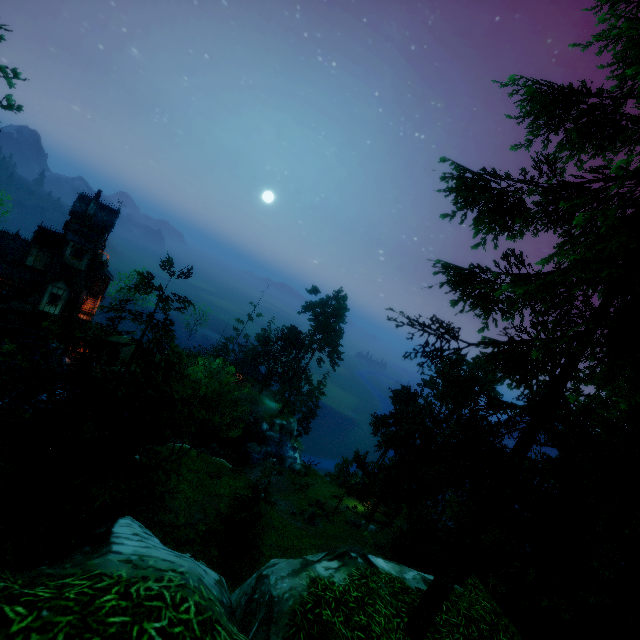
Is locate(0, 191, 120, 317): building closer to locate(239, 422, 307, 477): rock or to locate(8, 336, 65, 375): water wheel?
locate(8, 336, 65, 375): water wheel

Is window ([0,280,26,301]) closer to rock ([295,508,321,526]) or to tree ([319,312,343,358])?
tree ([319,312,343,358])

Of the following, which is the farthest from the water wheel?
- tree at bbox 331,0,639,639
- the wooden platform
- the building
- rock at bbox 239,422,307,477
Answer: rock at bbox 239,422,307,477

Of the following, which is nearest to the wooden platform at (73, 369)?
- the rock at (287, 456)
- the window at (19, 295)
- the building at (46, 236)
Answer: the building at (46, 236)

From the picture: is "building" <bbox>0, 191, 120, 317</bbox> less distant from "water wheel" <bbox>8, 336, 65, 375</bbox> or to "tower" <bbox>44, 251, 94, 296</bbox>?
"tower" <bbox>44, 251, 94, 296</bbox>

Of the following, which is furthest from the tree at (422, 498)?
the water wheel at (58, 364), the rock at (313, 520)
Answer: the water wheel at (58, 364)

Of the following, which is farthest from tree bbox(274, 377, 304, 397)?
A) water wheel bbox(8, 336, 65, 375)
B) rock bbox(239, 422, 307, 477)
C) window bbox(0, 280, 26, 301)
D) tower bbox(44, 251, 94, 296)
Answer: window bbox(0, 280, 26, 301)

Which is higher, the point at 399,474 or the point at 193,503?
the point at 399,474
